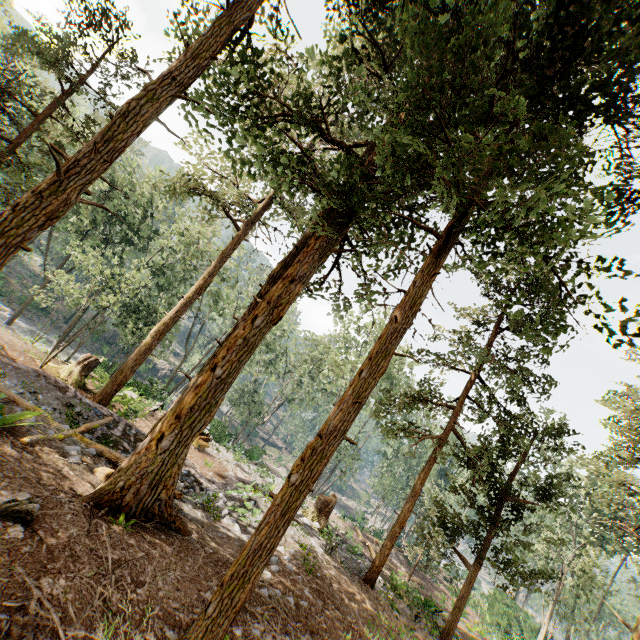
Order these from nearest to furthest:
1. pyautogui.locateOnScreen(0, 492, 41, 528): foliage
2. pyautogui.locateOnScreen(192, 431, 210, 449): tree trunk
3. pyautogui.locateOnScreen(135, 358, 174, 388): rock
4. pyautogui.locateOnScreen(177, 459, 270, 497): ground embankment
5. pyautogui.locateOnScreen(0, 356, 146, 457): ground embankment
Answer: pyautogui.locateOnScreen(0, 492, 41, 528): foliage
pyautogui.locateOnScreen(0, 356, 146, 457): ground embankment
pyautogui.locateOnScreen(177, 459, 270, 497): ground embankment
pyautogui.locateOnScreen(192, 431, 210, 449): tree trunk
pyautogui.locateOnScreen(135, 358, 174, 388): rock

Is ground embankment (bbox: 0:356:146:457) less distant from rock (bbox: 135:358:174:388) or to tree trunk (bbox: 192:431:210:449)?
tree trunk (bbox: 192:431:210:449)

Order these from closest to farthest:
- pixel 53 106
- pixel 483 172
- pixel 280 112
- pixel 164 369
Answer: pixel 483 172
pixel 280 112
pixel 53 106
pixel 164 369

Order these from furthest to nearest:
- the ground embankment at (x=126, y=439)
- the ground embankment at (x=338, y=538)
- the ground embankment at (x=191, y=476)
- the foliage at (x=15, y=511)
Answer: the ground embankment at (x=338, y=538) < the ground embankment at (x=191, y=476) < the ground embankment at (x=126, y=439) < the foliage at (x=15, y=511)

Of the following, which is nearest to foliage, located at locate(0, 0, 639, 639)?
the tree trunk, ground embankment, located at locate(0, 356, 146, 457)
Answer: ground embankment, located at locate(0, 356, 146, 457)

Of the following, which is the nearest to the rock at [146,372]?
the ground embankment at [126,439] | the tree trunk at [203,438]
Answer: the tree trunk at [203,438]

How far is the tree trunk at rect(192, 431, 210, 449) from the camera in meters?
21.4
